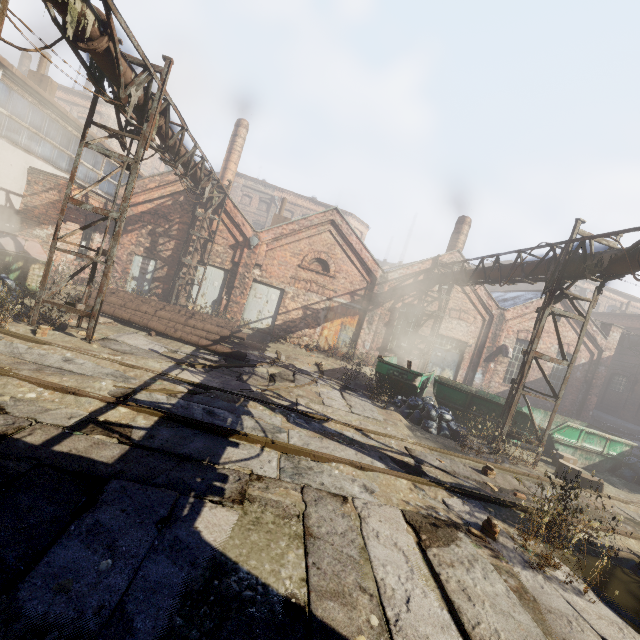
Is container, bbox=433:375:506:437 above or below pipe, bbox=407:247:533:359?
below

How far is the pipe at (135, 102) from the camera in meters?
7.0 m

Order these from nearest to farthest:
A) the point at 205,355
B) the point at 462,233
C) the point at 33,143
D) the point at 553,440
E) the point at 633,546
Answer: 1. the point at 633,546
2. the point at 205,355
3. the point at 553,440
4. the point at 33,143
5. the point at 462,233

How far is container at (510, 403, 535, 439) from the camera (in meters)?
10.31

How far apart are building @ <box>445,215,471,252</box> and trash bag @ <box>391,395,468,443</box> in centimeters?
1069cm

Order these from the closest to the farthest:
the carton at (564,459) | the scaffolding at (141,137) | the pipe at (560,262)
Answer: the scaffolding at (141,137) → the pipe at (560,262) → the carton at (564,459)

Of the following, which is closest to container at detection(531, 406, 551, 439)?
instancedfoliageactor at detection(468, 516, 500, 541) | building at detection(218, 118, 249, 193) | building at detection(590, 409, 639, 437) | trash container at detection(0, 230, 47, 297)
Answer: instancedfoliageactor at detection(468, 516, 500, 541)

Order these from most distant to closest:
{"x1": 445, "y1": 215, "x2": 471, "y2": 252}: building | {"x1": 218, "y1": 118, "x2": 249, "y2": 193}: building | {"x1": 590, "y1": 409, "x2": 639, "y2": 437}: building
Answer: {"x1": 218, "y1": 118, "x2": 249, "y2": 193}: building
{"x1": 590, "y1": 409, "x2": 639, "y2": 437}: building
{"x1": 445, "y1": 215, "x2": 471, "y2": 252}: building
